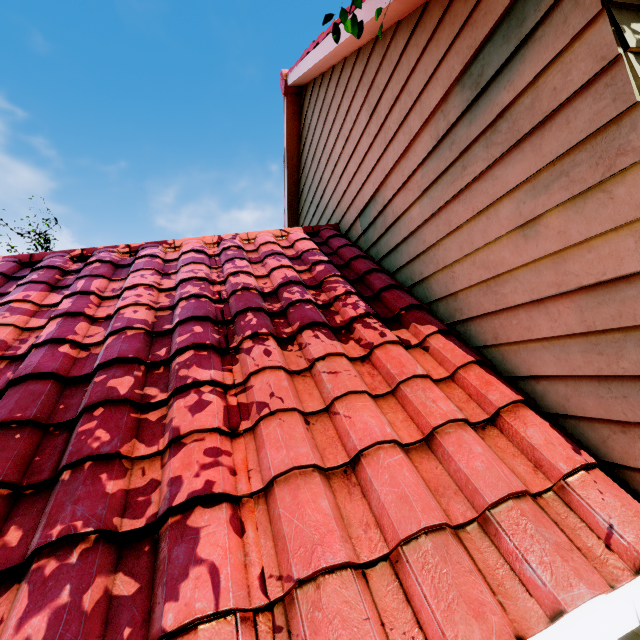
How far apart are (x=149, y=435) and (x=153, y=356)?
0.8 meters
